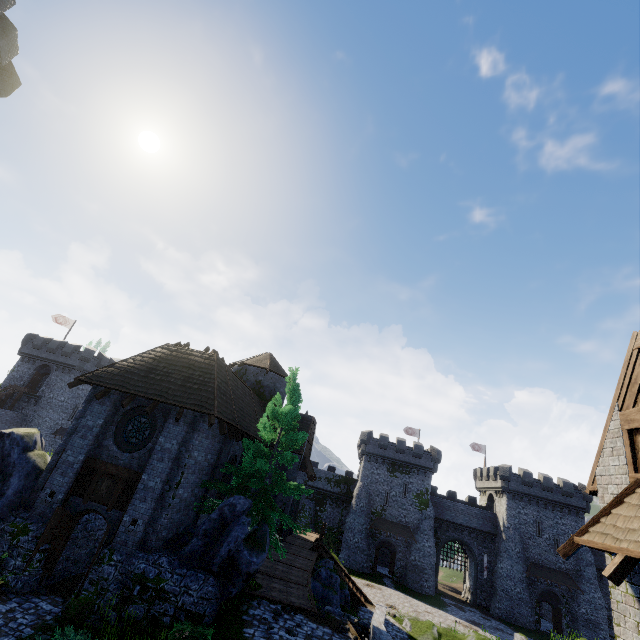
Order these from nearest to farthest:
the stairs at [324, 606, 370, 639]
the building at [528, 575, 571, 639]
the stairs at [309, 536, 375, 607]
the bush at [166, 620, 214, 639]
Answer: the bush at [166, 620, 214, 639]
the stairs at [324, 606, 370, 639]
the stairs at [309, 536, 375, 607]
the building at [528, 575, 571, 639]

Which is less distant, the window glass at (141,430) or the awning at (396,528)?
the window glass at (141,430)

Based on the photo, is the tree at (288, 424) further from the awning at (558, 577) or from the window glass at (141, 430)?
the awning at (558, 577)

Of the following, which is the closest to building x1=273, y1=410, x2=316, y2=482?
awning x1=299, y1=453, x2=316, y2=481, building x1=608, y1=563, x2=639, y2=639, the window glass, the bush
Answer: awning x1=299, y1=453, x2=316, y2=481

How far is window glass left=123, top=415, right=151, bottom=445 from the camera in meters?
14.3

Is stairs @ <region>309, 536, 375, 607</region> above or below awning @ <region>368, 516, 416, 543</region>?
below

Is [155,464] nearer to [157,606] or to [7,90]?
[157,606]

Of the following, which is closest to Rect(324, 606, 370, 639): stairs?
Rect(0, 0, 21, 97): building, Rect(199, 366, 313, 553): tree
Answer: Rect(199, 366, 313, 553): tree
